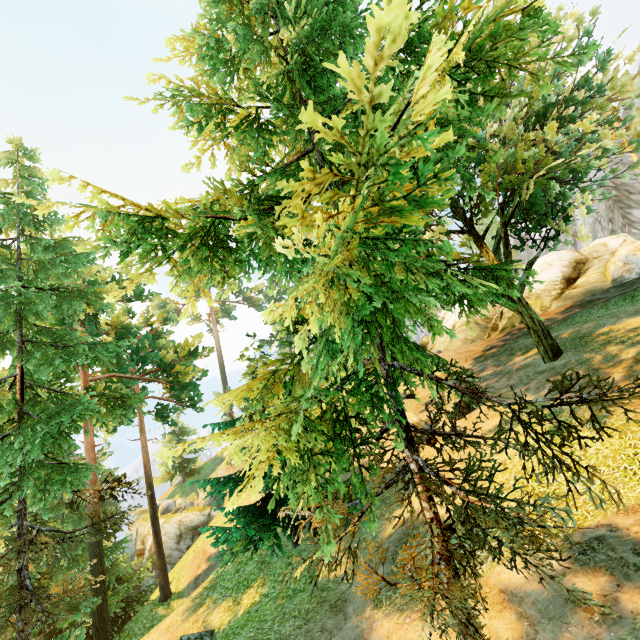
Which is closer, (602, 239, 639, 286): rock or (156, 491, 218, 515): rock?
(602, 239, 639, 286): rock

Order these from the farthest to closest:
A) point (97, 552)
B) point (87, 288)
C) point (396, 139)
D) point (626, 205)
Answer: point (626, 205)
point (97, 552)
point (87, 288)
point (396, 139)

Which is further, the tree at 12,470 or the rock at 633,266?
the rock at 633,266

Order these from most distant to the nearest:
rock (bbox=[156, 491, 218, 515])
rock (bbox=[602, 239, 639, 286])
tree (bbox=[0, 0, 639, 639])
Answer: rock (bbox=[156, 491, 218, 515]) → rock (bbox=[602, 239, 639, 286]) → tree (bbox=[0, 0, 639, 639])

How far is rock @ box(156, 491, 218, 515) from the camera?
33.5m

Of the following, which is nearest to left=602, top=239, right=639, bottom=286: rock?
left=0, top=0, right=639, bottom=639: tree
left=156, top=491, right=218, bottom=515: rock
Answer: left=0, top=0, right=639, bottom=639: tree

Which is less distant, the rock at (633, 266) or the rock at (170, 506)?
the rock at (633, 266)
